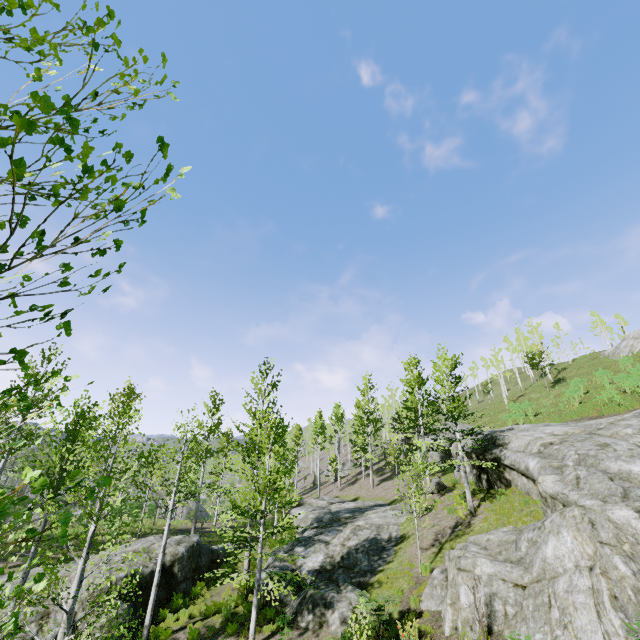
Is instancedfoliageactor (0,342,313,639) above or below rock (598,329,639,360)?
below

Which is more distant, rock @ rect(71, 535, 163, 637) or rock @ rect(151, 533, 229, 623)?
rock @ rect(151, 533, 229, 623)

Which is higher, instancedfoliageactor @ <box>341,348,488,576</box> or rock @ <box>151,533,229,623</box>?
instancedfoliageactor @ <box>341,348,488,576</box>

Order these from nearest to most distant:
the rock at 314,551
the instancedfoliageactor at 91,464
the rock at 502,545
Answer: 1. the instancedfoliageactor at 91,464
2. the rock at 502,545
3. the rock at 314,551

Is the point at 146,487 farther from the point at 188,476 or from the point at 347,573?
the point at 347,573

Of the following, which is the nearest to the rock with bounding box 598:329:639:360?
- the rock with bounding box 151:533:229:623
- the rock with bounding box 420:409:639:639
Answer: the rock with bounding box 420:409:639:639

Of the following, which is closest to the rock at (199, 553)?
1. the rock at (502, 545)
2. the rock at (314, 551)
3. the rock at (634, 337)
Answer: the rock at (314, 551)
